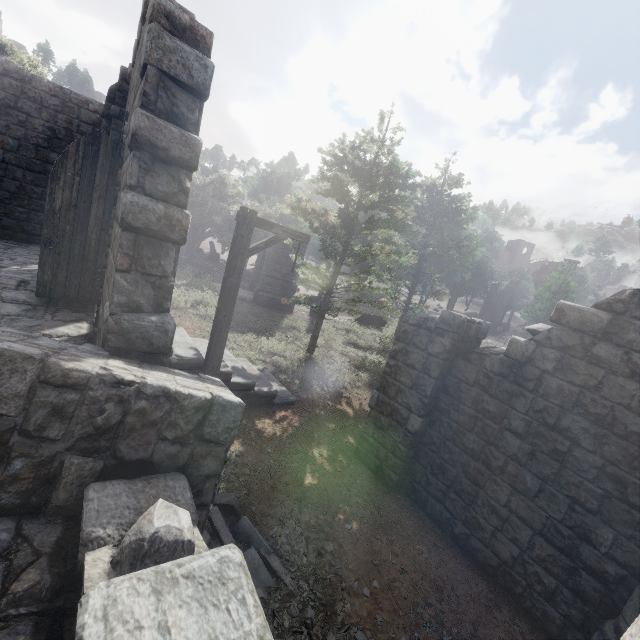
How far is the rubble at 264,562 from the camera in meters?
4.4 m

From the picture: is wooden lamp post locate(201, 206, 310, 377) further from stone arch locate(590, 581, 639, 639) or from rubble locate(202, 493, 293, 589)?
stone arch locate(590, 581, 639, 639)

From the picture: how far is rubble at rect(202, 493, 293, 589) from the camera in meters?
4.4 m

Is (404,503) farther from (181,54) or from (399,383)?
(181,54)

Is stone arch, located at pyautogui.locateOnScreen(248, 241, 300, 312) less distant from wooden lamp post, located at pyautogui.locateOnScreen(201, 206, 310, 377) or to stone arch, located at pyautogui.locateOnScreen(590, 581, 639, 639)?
wooden lamp post, located at pyautogui.locateOnScreen(201, 206, 310, 377)

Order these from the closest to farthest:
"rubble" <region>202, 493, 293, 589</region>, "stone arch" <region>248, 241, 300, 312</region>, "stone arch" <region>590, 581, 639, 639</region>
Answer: "stone arch" <region>590, 581, 639, 639</region> < "rubble" <region>202, 493, 293, 589</region> < "stone arch" <region>248, 241, 300, 312</region>

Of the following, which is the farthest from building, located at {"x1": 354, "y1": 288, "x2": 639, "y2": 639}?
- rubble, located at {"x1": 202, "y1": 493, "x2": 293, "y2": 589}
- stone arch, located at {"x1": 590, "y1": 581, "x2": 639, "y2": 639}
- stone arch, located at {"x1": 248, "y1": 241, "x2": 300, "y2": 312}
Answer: stone arch, located at {"x1": 248, "y1": 241, "x2": 300, "y2": 312}

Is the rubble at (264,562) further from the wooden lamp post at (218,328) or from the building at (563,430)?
the building at (563,430)
